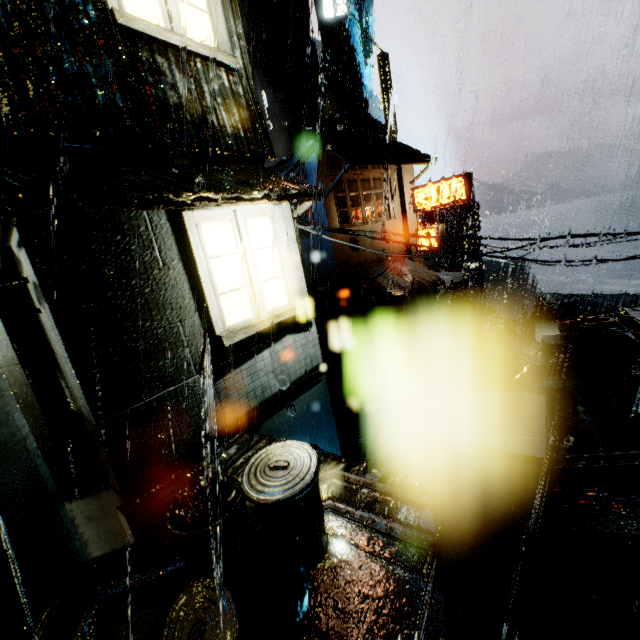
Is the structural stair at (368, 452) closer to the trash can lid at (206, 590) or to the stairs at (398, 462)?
the stairs at (398, 462)

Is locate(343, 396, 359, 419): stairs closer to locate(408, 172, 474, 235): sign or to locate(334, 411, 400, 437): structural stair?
locate(334, 411, 400, 437): structural stair

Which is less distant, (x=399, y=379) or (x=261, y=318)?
(x=261, y=318)

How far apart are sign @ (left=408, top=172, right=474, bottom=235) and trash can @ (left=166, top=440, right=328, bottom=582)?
19.9m

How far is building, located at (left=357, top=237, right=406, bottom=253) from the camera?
20.39m

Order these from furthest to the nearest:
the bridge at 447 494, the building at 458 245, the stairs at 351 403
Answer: the building at 458 245 → the stairs at 351 403 → the bridge at 447 494

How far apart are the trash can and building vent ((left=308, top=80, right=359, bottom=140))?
43.8 meters

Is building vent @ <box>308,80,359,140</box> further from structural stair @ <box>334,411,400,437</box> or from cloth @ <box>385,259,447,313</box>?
structural stair @ <box>334,411,400,437</box>
